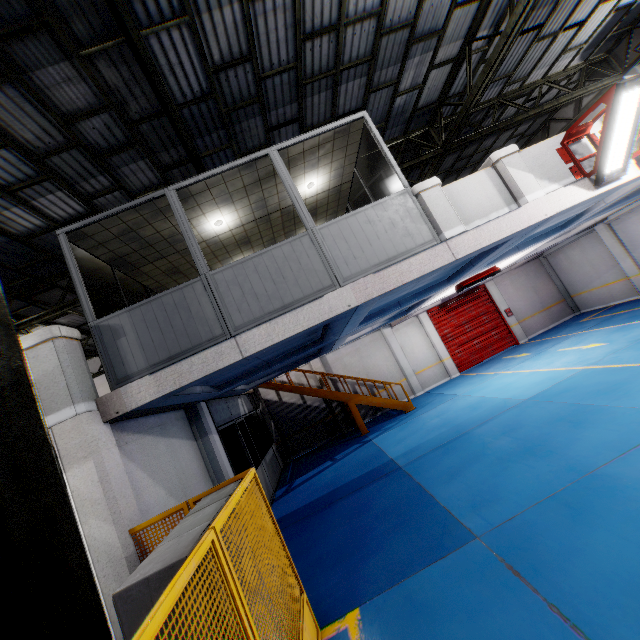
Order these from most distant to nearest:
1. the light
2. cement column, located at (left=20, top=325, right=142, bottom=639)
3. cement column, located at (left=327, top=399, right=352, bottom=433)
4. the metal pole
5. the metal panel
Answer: cement column, located at (left=327, top=399, right=352, bottom=433), the light, cement column, located at (left=20, top=325, right=142, bottom=639), the metal panel, the metal pole

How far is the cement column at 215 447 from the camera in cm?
816

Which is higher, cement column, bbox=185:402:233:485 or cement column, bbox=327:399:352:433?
cement column, bbox=185:402:233:485

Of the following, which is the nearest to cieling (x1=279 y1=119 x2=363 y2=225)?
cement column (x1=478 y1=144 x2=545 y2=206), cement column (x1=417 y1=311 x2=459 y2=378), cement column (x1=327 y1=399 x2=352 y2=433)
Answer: cement column (x1=478 y1=144 x2=545 y2=206)

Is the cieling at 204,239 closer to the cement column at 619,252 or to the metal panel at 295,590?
the metal panel at 295,590

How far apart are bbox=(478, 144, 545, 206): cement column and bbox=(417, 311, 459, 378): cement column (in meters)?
11.43

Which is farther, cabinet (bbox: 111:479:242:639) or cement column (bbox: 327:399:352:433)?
cement column (bbox: 327:399:352:433)

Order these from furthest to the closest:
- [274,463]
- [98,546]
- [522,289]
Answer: [522,289]
[274,463]
[98,546]
